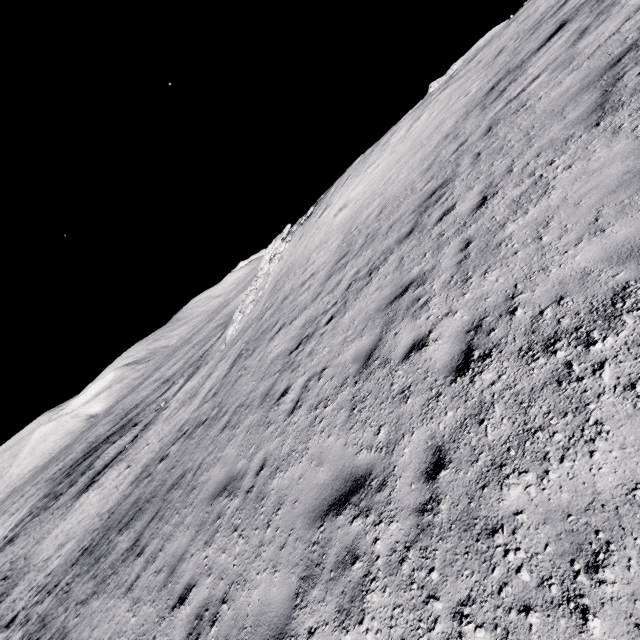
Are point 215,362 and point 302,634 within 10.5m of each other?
no
